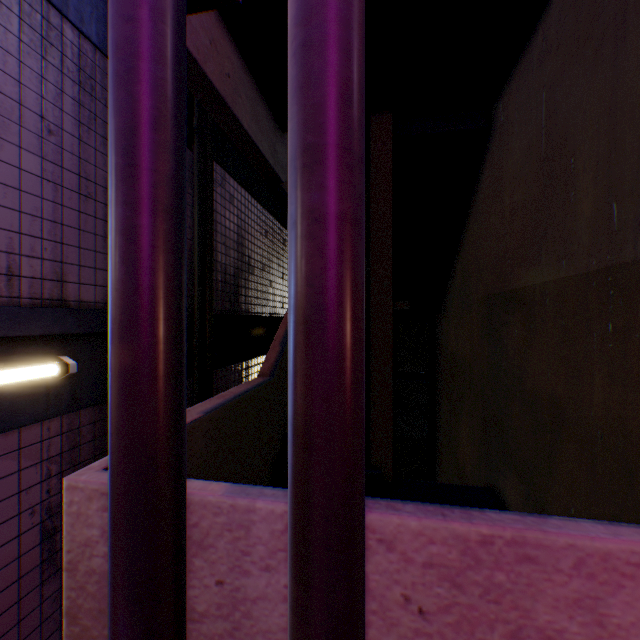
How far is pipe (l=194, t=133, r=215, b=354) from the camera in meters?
3.6 m

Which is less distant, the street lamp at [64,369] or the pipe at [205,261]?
the street lamp at [64,369]

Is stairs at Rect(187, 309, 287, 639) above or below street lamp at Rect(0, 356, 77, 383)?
below

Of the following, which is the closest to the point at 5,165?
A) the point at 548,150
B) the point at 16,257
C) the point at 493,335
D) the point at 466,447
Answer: the point at 16,257

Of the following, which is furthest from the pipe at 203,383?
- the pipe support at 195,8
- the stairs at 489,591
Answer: the pipe support at 195,8

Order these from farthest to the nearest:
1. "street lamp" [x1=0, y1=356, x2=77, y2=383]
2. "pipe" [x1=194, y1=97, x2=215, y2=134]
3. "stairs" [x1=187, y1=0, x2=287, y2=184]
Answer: "pipe" [x1=194, y1=97, x2=215, y2=134] → "stairs" [x1=187, y1=0, x2=287, y2=184] → "street lamp" [x1=0, y1=356, x2=77, y2=383]

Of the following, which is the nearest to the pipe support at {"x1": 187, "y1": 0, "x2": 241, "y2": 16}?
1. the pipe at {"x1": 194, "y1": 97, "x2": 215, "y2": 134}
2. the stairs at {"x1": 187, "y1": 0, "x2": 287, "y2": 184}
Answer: the stairs at {"x1": 187, "y1": 0, "x2": 287, "y2": 184}

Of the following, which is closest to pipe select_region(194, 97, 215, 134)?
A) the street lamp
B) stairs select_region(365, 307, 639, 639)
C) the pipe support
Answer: stairs select_region(365, 307, 639, 639)
